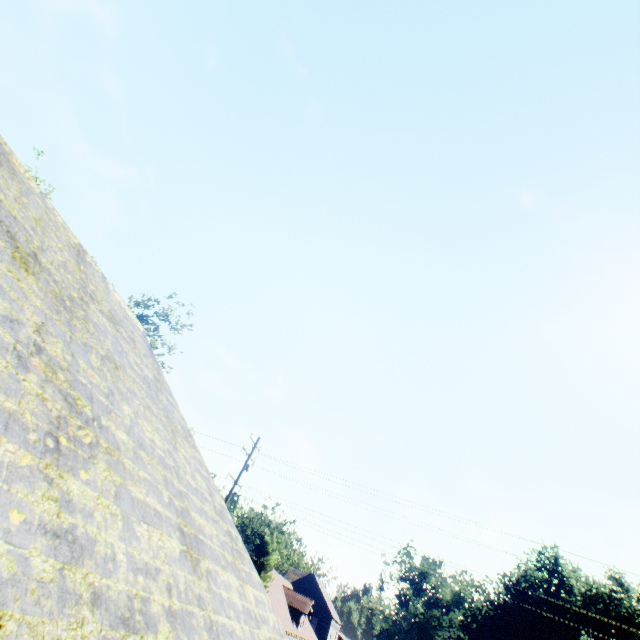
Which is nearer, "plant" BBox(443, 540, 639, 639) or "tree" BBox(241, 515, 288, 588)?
"tree" BBox(241, 515, 288, 588)

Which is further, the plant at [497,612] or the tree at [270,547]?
the plant at [497,612]

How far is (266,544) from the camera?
31.0 meters

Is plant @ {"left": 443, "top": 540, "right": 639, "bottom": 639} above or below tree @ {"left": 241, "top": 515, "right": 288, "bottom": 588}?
above

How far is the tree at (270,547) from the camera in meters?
29.8 m

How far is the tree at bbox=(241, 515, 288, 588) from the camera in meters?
29.8
